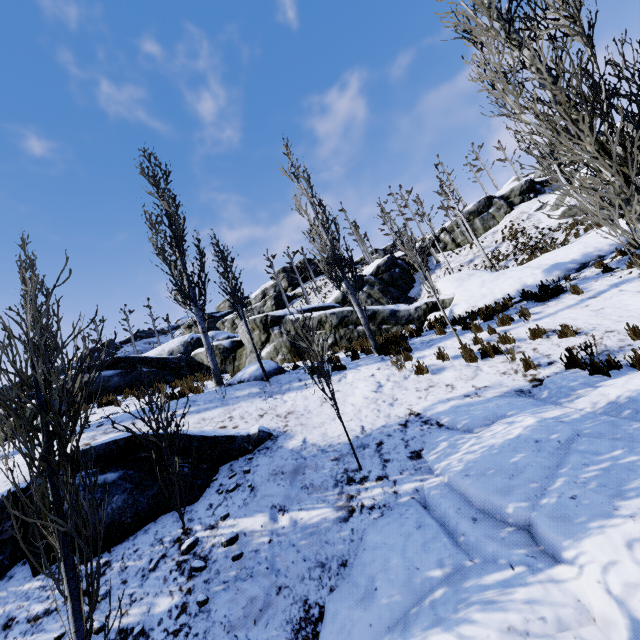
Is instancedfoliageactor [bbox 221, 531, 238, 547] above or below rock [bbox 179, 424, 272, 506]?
below

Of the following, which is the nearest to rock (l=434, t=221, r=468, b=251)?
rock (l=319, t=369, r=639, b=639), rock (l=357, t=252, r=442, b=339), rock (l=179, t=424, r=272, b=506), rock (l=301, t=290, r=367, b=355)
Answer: rock (l=357, t=252, r=442, b=339)

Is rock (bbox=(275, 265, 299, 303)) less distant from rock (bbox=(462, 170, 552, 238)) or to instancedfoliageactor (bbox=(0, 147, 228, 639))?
rock (bbox=(462, 170, 552, 238))

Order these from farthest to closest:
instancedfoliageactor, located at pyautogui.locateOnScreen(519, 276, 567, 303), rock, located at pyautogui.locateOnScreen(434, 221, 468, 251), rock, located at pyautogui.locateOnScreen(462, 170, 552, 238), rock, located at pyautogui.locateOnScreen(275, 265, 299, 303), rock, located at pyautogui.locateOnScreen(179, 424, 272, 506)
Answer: rock, located at pyautogui.locateOnScreen(275, 265, 299, 303) < rock, located at pyautogui.locateOnScreen(434, 221, 468, 251) < rock, located at pyautogui.locateOnScreen(462, 170, 552, 238) < instancedfoliageactor, located at pyautogui.locateOnScreen(519, 276, 567, 303) < rock, located at pyautogui.locateOnScreen(179, 424, 272, 506)

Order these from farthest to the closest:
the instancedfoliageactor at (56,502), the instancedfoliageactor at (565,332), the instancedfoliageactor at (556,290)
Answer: the instancedfoliageactor at (556,290)
the instancedfoliageactor at (565,332)
the instancedfoliageactor at (56,502)

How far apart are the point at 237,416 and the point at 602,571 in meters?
6.4 m

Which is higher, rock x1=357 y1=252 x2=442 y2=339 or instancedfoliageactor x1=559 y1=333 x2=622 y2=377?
rock x1=357 y1=252 x2=442 y2=339

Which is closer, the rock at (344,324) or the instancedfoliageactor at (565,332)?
the instancedfoliageactor at (565,332)
